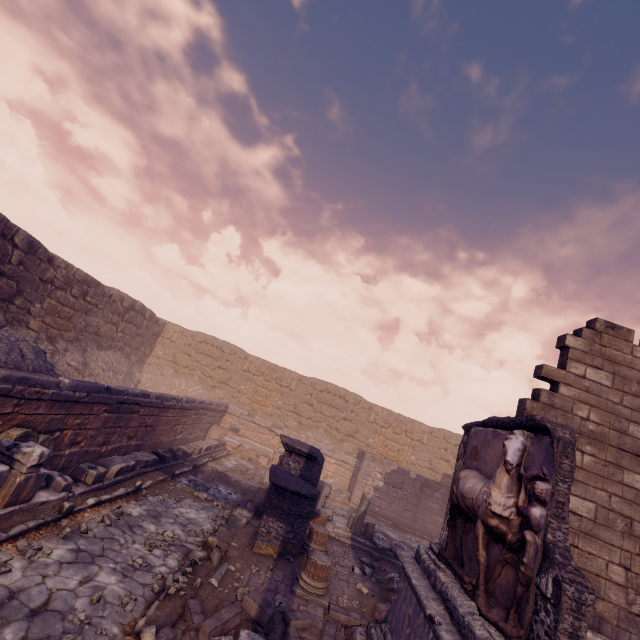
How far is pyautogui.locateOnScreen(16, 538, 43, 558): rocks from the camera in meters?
4.5 m

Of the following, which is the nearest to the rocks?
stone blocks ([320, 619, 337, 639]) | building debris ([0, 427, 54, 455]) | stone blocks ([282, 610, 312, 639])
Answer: building debris ([0, 427, 54, 455])

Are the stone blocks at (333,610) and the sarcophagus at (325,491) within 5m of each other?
no

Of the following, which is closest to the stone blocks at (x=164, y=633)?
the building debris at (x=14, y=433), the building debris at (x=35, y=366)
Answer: the building debris at (x=14, y=433)

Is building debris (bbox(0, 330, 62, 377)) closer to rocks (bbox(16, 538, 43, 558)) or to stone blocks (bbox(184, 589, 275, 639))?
rocks (bbox(16, 538, 43, 558))

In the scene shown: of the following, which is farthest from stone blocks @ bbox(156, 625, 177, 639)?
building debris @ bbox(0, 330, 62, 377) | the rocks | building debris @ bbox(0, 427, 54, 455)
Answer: building debris @ bbox(0, 330, 62, 377)

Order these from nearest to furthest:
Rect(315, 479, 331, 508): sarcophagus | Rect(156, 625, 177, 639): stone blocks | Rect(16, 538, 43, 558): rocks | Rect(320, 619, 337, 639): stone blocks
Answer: Rect(156, 625, 177, 639): stone blocks
Rect(16, 538, 43, 558): rocks
Rect(320, 619, 337, 639): stone blocks
Rect(315, 479, 331, 508): sarcophagus

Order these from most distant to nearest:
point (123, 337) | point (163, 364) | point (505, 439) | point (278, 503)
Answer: point (163, 364) < point (123, 337) < point (278, 503) < point (505, 439)
